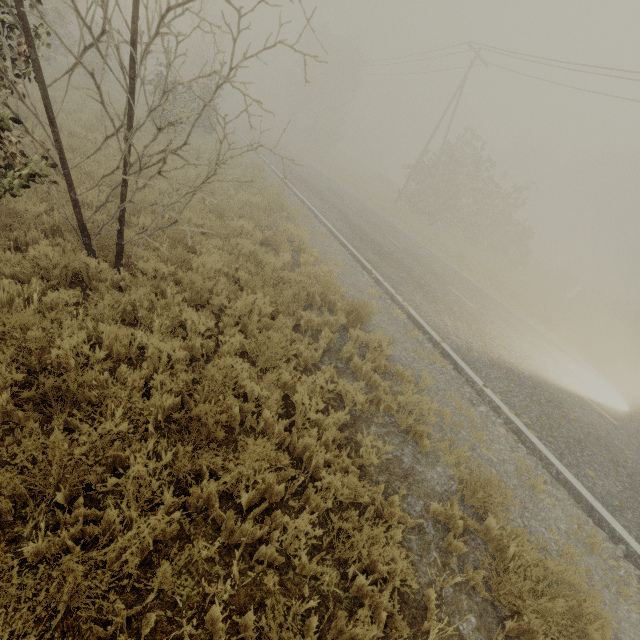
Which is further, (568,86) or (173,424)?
(568,86)
